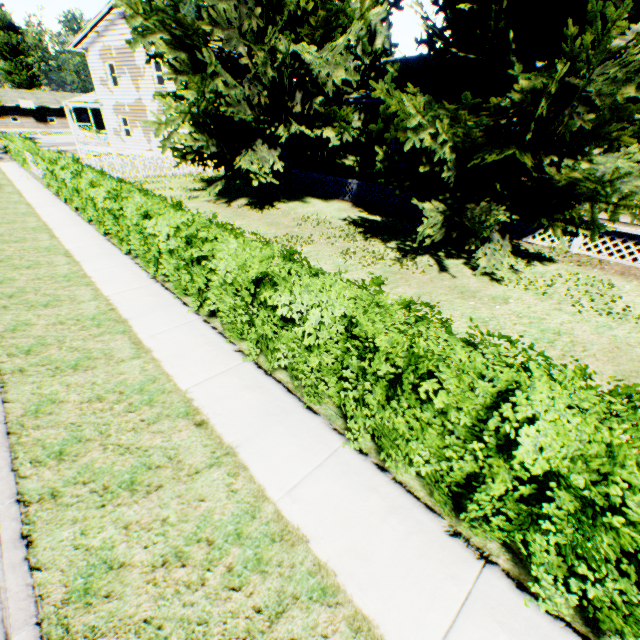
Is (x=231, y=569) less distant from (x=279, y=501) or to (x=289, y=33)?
(x=279, y=501)

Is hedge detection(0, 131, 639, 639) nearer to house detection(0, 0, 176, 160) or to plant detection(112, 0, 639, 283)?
plant detection(112, 0, 639, 283)

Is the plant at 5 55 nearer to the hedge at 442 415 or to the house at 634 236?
the house at 634 236

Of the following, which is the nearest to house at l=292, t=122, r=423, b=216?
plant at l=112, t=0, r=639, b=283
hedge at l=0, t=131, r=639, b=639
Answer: plant at l=112, t=0, r=639, b=283

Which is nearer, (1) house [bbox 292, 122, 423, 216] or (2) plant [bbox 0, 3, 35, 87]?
(1) house [bbox 292, 122, 423, 216]

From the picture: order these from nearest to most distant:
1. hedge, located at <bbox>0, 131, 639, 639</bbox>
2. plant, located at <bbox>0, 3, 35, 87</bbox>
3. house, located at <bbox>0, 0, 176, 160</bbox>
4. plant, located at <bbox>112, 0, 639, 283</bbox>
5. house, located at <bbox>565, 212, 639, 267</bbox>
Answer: hedge, located at <bbox>0, 131, 639, 639</bbox> < plant, located at <bbox>112, 0, 639, 283</bbox> < house, located at <bbox>565, 212, 639, 267</bbox> < house, located at <bbox>0, 0, 176, 160</bbox> < plant, located at <bbox>0, 3, 35, 87</bbox>

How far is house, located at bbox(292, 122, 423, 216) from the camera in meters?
14.9 m
